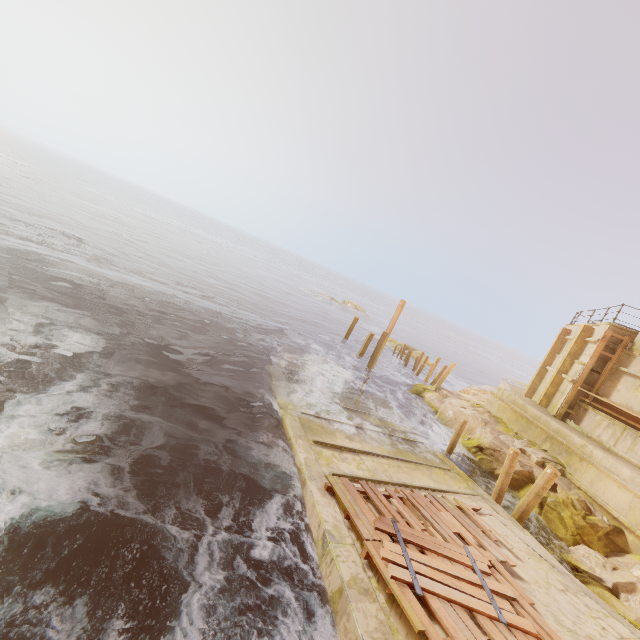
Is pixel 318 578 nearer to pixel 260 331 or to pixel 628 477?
pixel 628 477

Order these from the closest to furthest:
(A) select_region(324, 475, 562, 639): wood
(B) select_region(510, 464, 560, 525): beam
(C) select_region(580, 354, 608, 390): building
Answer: (A) select_region(324, 475, 562, 639): wood
(B) select_region(510, 464, 560, 525): beam
(C) select_region(580, 354, 608, 390): building

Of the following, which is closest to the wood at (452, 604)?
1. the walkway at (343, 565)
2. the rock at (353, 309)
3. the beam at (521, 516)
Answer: the walkway at (343, 565)

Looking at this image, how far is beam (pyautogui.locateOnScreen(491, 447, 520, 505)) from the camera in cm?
1082

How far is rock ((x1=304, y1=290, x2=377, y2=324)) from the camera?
53.6m

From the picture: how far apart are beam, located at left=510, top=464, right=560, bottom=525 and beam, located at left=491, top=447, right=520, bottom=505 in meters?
0.3

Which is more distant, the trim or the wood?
the trim

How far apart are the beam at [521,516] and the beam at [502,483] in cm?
32
